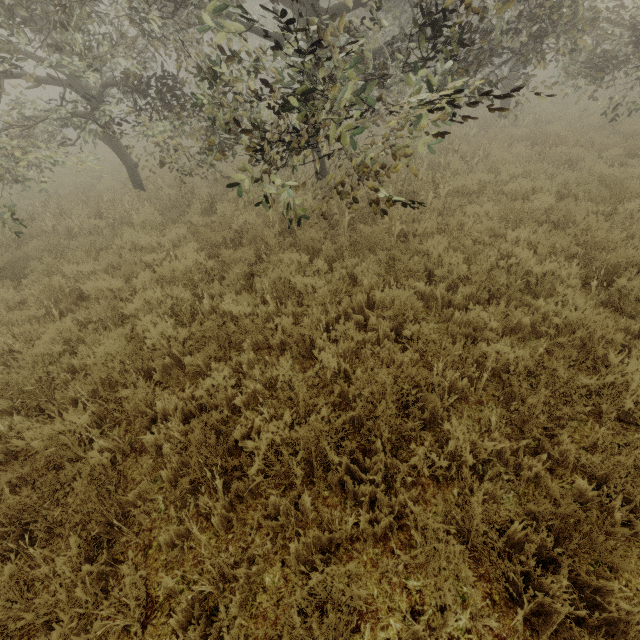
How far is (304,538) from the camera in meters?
2.4 m
